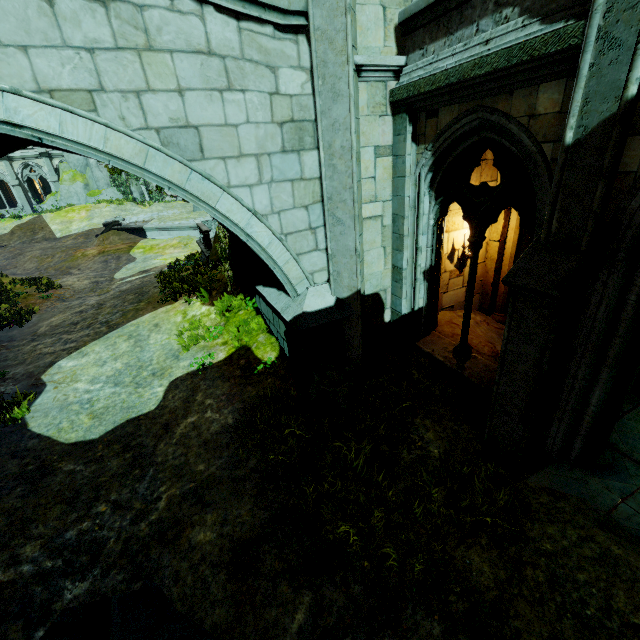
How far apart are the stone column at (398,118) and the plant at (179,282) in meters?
6.9 m

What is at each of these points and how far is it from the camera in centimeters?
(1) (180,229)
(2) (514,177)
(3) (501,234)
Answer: (1) wall trim, 2094cm
(2) window, 439cm
(3) brick, 743cm

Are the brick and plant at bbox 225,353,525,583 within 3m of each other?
no

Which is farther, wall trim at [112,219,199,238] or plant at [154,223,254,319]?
wall trim at [112,219,199,238]

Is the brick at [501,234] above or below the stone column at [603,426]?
above

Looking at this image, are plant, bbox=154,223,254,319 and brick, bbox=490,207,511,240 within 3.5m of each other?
no

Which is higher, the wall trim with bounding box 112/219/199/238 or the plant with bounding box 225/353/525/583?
the wall trim with bounding box 112/219/199/238

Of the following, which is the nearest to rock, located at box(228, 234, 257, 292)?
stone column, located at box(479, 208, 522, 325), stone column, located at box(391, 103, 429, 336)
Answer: stone column, located at box(391, 103, 429, 336)
